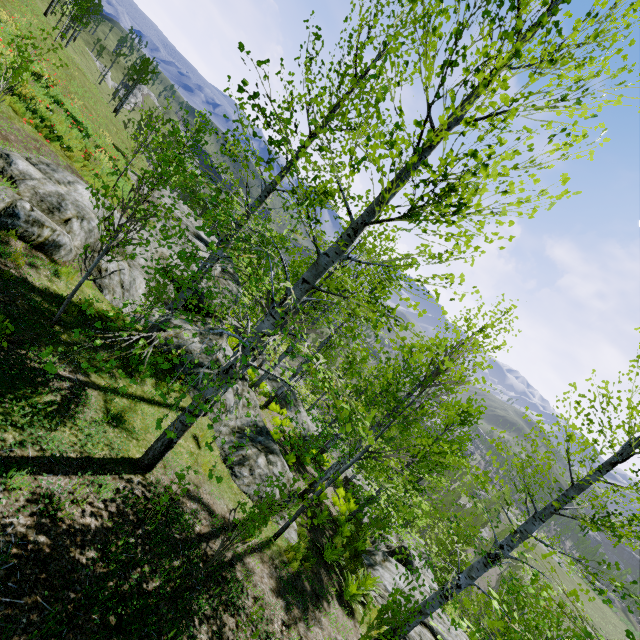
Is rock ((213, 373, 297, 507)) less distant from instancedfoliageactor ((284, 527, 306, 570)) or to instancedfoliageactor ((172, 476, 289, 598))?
instancedfoliageactor ((172, 476, 289, 598))

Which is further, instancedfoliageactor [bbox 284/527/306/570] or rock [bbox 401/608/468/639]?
rock [bbox 401/608/468/639]

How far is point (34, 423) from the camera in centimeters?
431cm

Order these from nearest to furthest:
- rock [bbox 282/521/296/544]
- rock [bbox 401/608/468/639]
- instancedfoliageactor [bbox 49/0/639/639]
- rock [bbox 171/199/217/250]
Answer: instancedfoliageactor [bbox 49/0/639/639] < rock [bbox 282/521/296/544] < rock [bbox 401/608/468/639] < rock [bbox 171/199/217/250]

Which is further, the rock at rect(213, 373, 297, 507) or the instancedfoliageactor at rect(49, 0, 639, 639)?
the rock at rect(213, 373, 297, 507)

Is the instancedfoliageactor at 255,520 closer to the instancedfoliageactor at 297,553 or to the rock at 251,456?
the rock at 251,456
